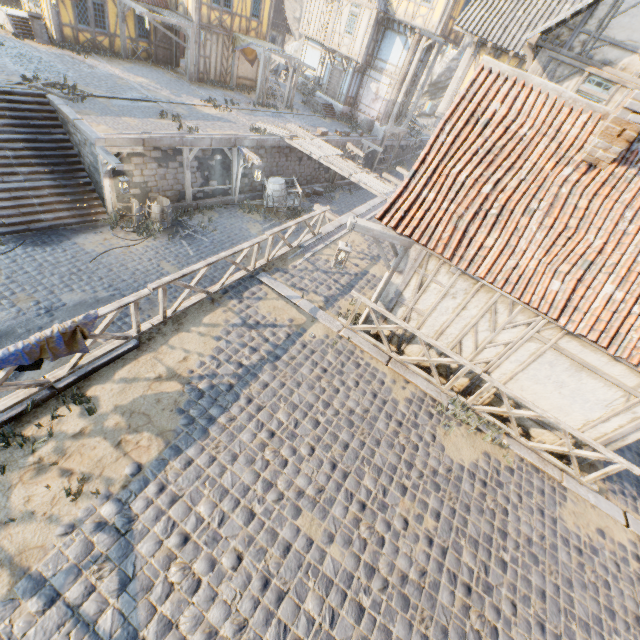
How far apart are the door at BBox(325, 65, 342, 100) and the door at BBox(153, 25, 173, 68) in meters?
11.6

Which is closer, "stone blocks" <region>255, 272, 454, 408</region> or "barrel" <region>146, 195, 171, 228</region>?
"stone blocks" <region>255, 272, 454, 408</region>

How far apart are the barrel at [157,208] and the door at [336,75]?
19.36m

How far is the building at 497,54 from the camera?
14.0 meters

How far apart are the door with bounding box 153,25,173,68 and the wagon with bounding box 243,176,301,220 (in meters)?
11.81

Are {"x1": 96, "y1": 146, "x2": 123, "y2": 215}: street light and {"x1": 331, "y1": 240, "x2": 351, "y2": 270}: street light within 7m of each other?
no

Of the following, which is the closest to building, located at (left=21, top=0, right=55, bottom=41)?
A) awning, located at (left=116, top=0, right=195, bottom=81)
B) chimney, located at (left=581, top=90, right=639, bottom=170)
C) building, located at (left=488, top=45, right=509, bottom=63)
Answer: awning, located at (left=116, top=0, right=195, bottom=81)

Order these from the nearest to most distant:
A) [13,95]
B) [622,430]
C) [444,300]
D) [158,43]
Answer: [622,430], [444,300], [13,95], [158,43]
